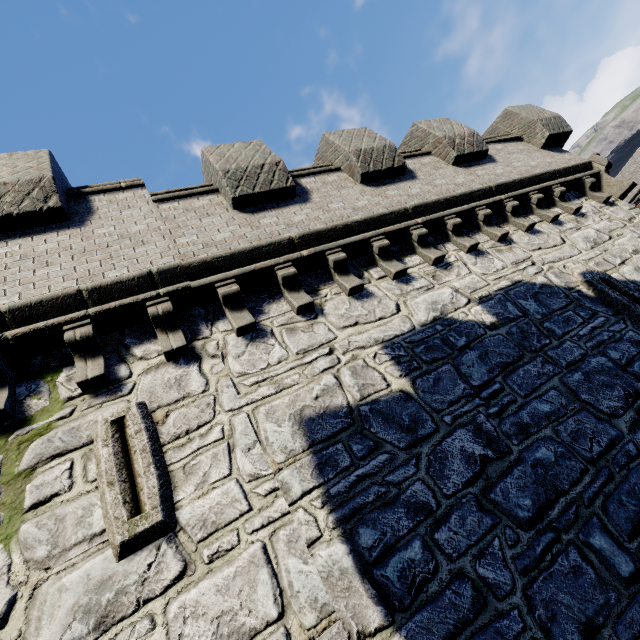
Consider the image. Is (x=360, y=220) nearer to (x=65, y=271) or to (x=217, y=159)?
(x=217, y=159)

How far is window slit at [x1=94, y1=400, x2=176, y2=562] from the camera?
3.0 meters

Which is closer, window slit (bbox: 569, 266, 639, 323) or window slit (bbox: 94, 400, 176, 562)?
window slit (bbox: 94, 400, 176, 562)

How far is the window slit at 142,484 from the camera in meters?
3.0 m

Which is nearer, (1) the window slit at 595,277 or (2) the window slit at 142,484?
(2) the window slit at 142,484
